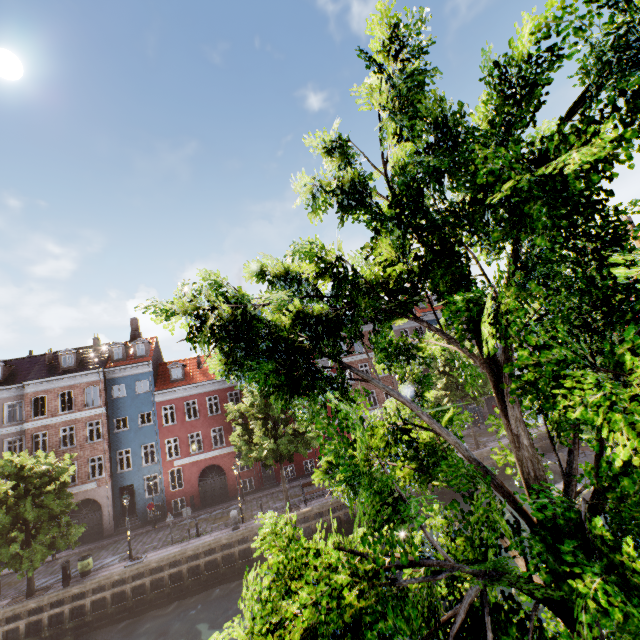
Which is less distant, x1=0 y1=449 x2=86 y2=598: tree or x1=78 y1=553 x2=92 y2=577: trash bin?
x1=0 y1=449 x2=86 y2=598: tree

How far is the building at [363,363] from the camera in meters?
34.9

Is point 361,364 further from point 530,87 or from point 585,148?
point 585,148

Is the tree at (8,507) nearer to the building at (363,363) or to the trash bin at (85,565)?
the trash bin at (85,565)

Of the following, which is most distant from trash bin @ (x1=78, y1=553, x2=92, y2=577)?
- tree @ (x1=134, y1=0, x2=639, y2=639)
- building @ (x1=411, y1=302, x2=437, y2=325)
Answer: building @ (x1=411, y1=302, x2=437, y2=325)

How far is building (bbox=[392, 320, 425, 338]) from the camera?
37.22m

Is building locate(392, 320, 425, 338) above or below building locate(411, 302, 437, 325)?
below
